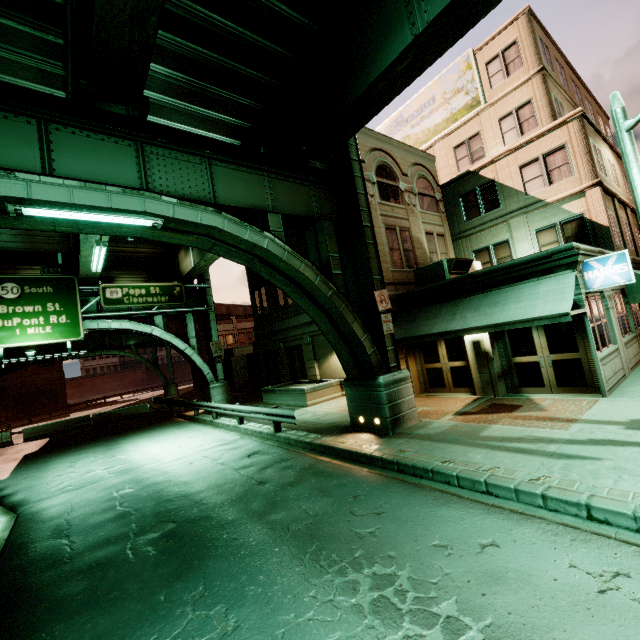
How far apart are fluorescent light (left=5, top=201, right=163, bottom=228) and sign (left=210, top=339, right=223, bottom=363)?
16.7m

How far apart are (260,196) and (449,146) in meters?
17.0

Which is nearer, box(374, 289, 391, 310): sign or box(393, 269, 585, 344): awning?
box(393, 269, 585, 344): awning

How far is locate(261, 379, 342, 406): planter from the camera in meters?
17.0

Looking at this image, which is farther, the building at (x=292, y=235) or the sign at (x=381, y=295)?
the building at (x=292, y=235)

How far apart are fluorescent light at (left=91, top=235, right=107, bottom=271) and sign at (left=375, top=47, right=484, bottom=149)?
20.0m

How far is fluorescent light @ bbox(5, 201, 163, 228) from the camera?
5.7m

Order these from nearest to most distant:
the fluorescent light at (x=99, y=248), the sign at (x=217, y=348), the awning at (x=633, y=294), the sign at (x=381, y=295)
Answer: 1. the sign at (x=381, y=295)
2. the fluorescent light at (x=99, y=248)
3. the awning at (x=633, y=294)
4. the sign at (x=217, y=348)
